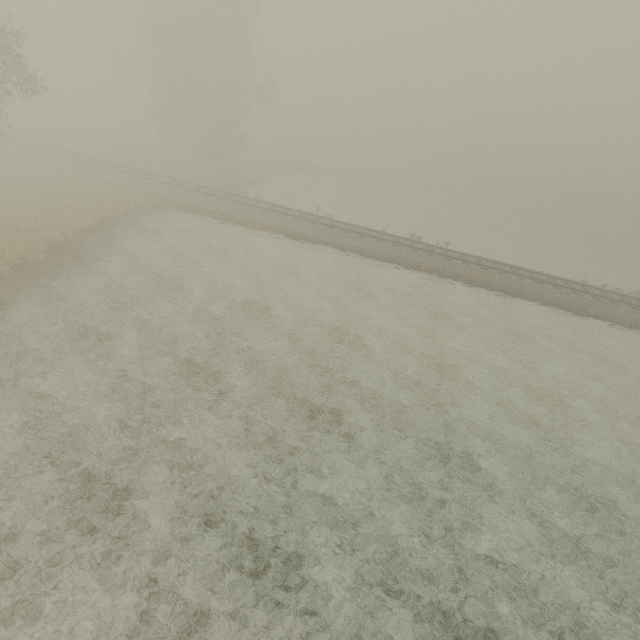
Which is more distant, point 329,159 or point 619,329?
point 329,159
